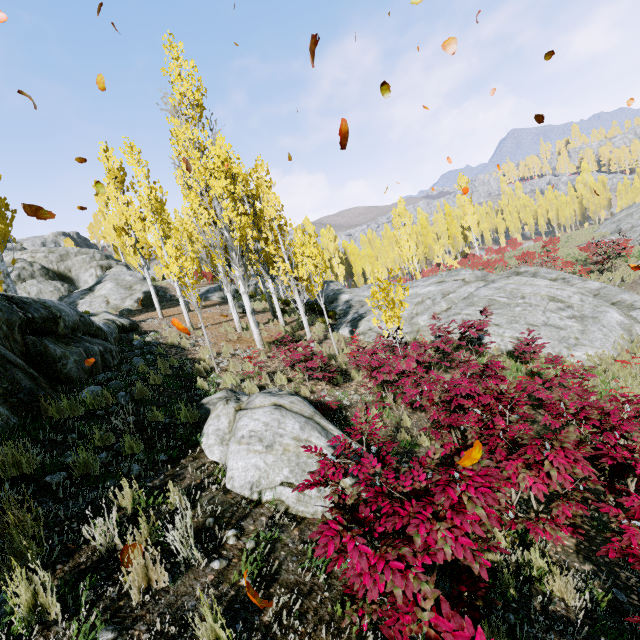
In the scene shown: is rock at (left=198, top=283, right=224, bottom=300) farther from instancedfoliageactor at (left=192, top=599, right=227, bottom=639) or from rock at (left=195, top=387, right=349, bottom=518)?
instancedfoliageactor at (left=192, top=599, right=227, bottom=639)

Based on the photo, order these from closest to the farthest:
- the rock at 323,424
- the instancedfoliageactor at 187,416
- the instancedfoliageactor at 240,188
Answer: the instancedfoliageactor at 240,188 → the rock at 323,424 → the instancedfoliageactor at 187,416

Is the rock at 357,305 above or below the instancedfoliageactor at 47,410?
below

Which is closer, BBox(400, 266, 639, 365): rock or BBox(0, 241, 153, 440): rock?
BBox(0, 241, 153, 440): rock

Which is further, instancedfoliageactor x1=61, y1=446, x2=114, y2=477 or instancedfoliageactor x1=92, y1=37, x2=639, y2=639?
instancedfoliageactor x1=61, y1=446, x2=114, y2=477

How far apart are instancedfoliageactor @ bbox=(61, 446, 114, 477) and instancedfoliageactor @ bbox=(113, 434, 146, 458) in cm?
18

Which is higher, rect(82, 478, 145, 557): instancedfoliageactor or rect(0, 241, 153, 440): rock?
rect(0, 241, 153, 440): rock

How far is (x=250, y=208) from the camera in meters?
22.8
